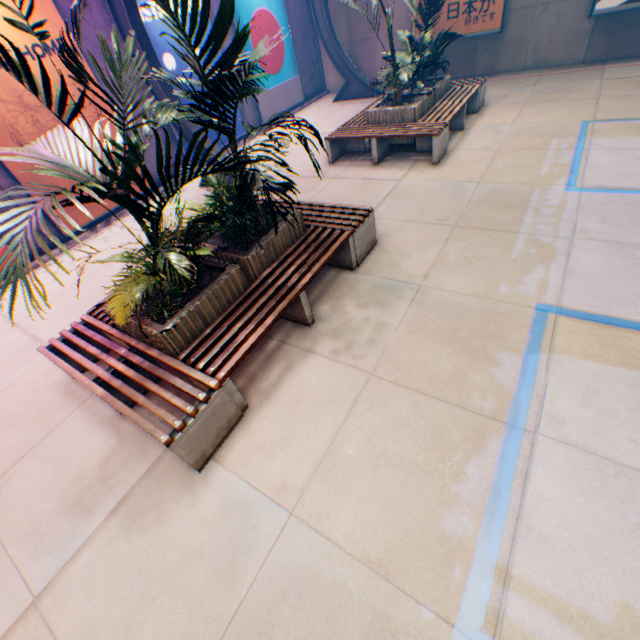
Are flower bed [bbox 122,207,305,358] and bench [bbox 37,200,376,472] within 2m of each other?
yes

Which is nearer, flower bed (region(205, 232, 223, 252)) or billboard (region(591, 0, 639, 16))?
flower bed (region(205, 232, 223, 252))

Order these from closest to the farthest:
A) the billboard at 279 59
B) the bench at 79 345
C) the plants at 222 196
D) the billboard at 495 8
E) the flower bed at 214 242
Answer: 1. the plants at 222 196
2. the bench at 79 345
3. the flower bed at 214 242
4. the billboard at 495 8
5. the billboard at 279 59

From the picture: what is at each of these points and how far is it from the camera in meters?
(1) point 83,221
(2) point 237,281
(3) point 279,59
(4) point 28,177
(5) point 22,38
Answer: (1) billboard, 7.6 m
(2) flower bed, 3.7 m
(3) billboard, 11.2 m
(4) billboard, 6.6 m
(5) billboard, 6.0 m

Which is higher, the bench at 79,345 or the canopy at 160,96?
the canopy at 160,96

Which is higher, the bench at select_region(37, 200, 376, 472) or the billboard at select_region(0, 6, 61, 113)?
the billboard at select_region(0, 6, 61, 113)

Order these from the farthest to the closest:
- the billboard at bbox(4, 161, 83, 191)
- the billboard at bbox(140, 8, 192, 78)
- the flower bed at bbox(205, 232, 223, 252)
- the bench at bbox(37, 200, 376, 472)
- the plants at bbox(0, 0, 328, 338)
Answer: the billboard at bbox(140, 8, 192, 78)
the billboard at bbox(4, 161, 83, 191)
the flower bed at bbox(205, 232, 223, 252)
the bench at bbox(37, 200, 376, 472)
the plants at bbox(0, 0, 328, 338)

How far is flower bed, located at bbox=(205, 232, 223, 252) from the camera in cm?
414
